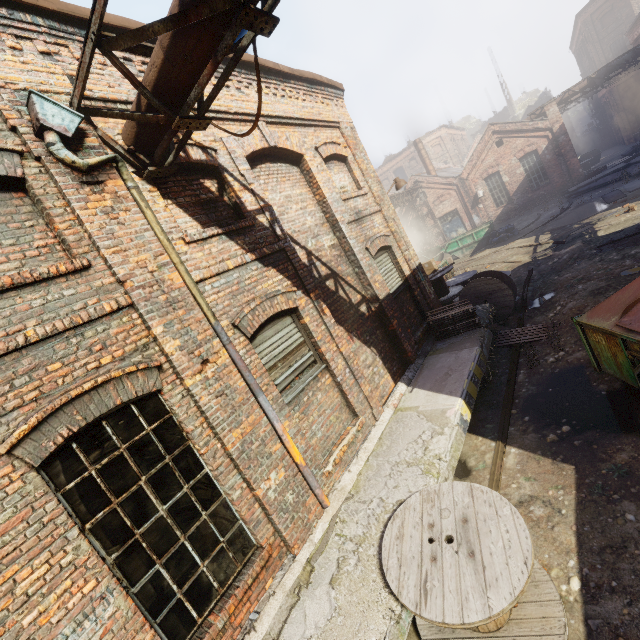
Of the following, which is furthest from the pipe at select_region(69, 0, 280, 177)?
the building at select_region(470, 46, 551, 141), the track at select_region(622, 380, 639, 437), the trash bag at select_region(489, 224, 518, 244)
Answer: the building at select_region(470, 46, 551, 141)

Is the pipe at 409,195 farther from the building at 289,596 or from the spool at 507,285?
the spool at 507,285

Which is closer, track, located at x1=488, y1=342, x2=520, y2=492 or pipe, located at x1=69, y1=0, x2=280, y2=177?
pipe, located at x1=69, y1=0, x2=280, y2=177

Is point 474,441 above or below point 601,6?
below

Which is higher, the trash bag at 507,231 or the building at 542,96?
the building at 542,96

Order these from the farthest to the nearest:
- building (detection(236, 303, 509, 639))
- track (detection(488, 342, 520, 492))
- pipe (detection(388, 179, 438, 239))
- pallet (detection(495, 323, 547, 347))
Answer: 1. pipe (detection(388, 179, 438, 239))
2. pallet (detection(495, 323, 547, 347))
3. track (detection(488, 342, 520, 492))
4. building (detection(236, 303, 509, 639))

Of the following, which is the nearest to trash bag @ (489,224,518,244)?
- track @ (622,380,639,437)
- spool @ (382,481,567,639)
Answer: track @ (622,380,639,437)

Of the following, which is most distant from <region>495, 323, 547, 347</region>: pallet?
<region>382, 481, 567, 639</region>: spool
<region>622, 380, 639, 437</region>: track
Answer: <region>382, 481, 567, 639</region>: spool
